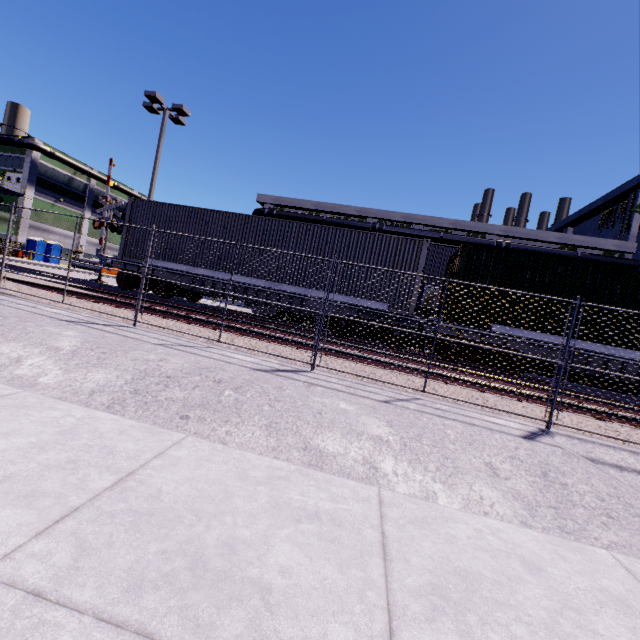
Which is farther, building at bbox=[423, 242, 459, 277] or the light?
building at bbox=[423, 242, 459, 277]

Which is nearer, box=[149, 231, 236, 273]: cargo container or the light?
box=[149, 231, 236, 273]: cargo container

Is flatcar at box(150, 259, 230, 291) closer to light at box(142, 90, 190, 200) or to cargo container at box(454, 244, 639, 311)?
cargo container at box(454, 244, 639, 311)

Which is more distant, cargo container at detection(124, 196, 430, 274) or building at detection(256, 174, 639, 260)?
building at detection(256, 174, 639, 260)

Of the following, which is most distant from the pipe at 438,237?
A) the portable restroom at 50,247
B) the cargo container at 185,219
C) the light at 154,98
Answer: the portable restroom at 50,247

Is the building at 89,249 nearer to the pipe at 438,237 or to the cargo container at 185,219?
the pipe at 438,237

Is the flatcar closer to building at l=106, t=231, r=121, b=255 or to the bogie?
the bogie

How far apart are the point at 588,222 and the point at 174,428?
40.89m
